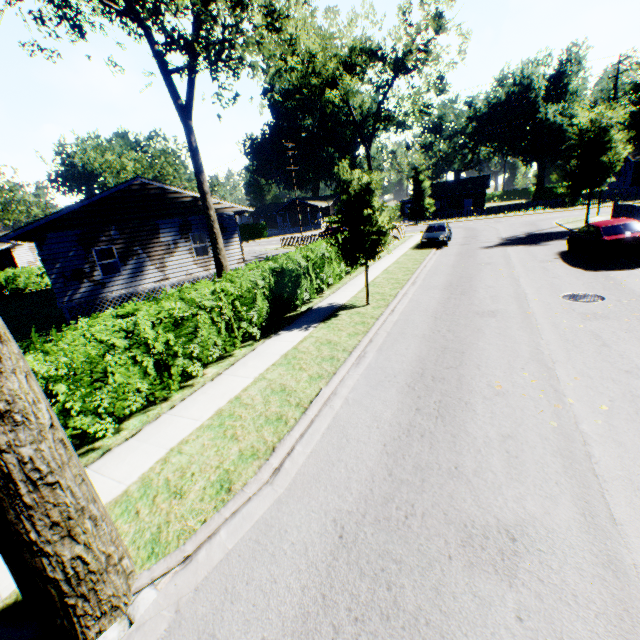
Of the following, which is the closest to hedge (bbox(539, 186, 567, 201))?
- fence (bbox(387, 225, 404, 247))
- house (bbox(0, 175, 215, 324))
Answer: fence (bbox(387, 225, 404, 247))

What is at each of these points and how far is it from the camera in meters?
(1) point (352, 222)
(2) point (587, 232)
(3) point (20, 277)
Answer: (1) plant, 11.6 m
(2) car, 15.0 m
(3) hedge, 31.2 m

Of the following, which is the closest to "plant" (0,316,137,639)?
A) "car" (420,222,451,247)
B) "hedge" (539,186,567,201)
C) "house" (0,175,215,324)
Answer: "house" (0,175,215,324)

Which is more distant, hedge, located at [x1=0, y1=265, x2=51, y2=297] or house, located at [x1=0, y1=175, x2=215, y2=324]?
hedge, located at [x1=0, y1=265, x2=51, y2=297]

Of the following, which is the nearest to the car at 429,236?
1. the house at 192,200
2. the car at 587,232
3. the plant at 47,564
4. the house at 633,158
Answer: the car at 587,232

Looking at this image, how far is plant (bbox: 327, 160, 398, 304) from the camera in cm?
1126

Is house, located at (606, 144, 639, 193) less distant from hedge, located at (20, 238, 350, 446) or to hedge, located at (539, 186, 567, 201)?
hedge, located at (539, 186, 567, 201)

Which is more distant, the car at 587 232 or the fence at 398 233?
the fence at 398 233
